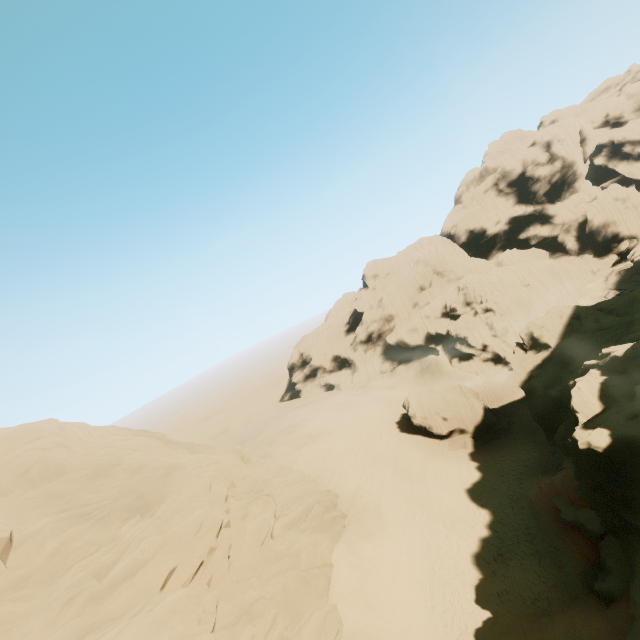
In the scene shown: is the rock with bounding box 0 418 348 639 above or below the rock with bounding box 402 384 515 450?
above

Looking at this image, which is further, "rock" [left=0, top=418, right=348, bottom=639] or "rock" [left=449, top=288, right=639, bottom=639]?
"rock" [left=449, top=288, right=639, bottom=639]

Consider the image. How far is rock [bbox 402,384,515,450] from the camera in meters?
36.0

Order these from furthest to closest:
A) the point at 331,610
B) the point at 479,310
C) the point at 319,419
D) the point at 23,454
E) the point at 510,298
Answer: the point at 479,310 → the point at 510,298 → the point at 319,419 → the point at 23,454 → the point at 331,610

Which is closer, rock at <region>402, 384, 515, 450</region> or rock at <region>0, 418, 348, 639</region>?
rock at <region>0, 418, 348, 639</region>

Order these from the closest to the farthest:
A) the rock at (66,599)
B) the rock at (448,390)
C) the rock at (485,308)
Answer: the rock at (66,599)
the rock at (485,308)
the rock at (448,390)

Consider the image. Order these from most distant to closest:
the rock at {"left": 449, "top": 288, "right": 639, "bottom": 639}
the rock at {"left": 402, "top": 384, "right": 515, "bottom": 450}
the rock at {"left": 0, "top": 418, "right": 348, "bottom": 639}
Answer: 1. the rock at {"left": 402, "top": 384, "right": 515, "bottom": 450}
2. the rock at {"left": 449, "top": 288, "right": 639, "bottom": 639}
3. the rock at {"left": 0, "top": 418, "right": 348, "bottom": 639}

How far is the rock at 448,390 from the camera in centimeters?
3603cm
